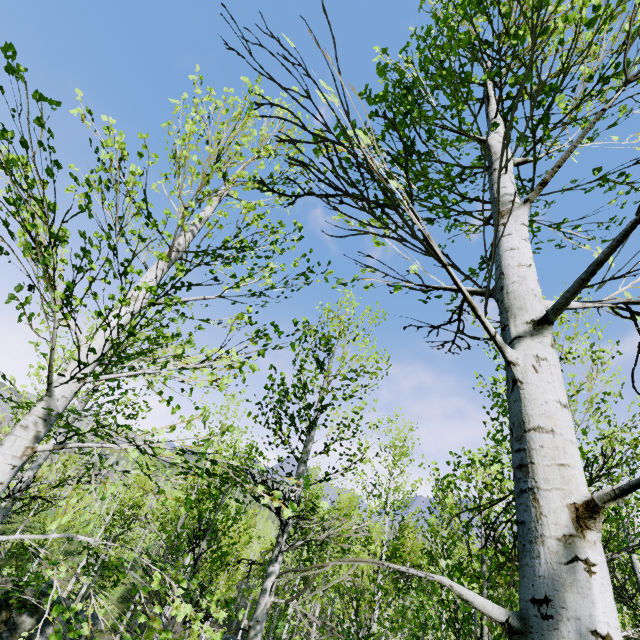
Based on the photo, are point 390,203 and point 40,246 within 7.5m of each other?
yes
